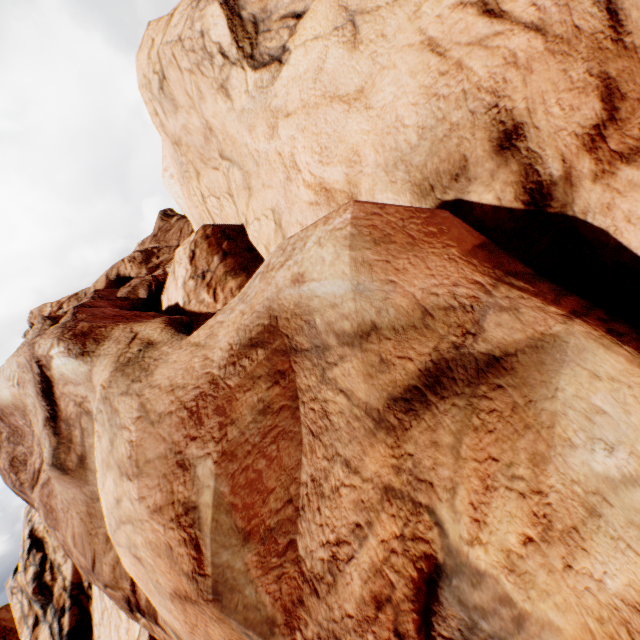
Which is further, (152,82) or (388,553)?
(152,82)
